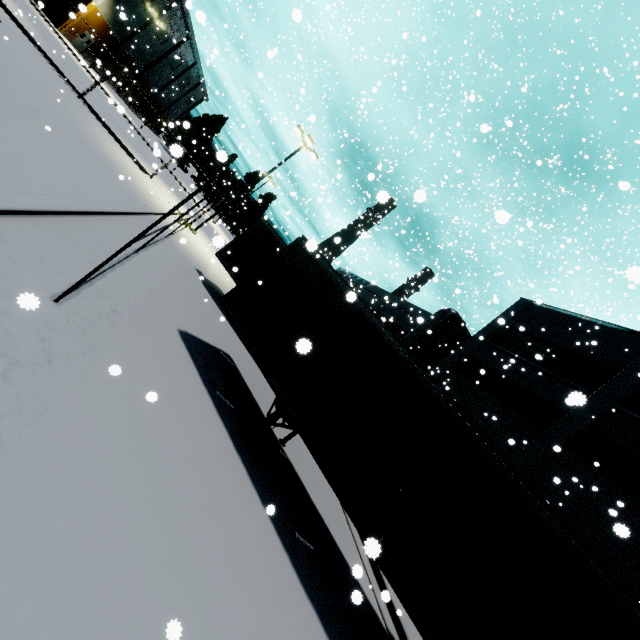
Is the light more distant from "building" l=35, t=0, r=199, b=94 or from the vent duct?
"building" l=35, t=0, r=199, b=94

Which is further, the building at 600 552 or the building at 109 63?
the building at 109 63

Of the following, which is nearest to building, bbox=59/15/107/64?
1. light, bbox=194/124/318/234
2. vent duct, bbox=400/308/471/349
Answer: vent duct, bbox=400/308/471/349

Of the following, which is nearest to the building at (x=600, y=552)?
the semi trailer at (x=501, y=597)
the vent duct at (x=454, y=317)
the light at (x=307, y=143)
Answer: the vent duct at (x=454, y=317)

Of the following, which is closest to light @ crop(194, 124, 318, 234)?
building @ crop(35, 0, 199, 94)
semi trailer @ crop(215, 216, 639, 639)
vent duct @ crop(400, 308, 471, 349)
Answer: semi trailer @ crop(215, 216, 639, 639)

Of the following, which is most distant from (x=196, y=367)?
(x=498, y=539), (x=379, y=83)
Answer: (x=379, y=83)

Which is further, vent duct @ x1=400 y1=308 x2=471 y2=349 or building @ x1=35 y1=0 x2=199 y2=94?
building @ x1=35 y1=0 x2=199 y2=94

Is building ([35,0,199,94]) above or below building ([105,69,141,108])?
above
